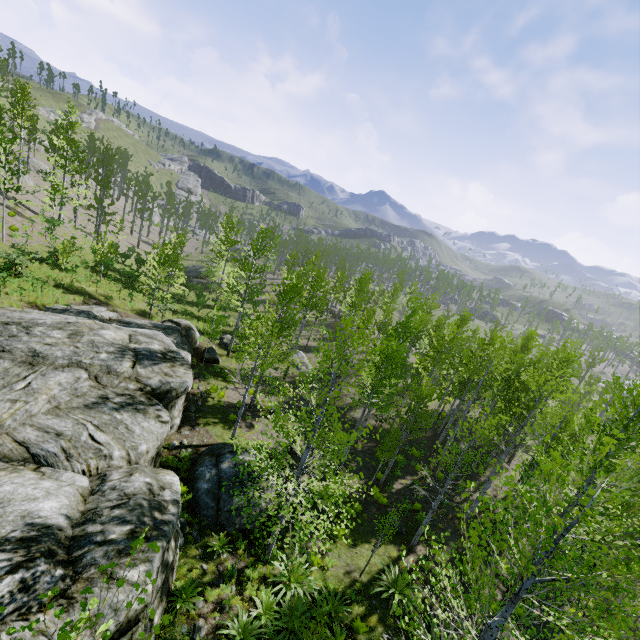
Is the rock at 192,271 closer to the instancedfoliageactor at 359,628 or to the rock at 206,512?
the rock at 206,512

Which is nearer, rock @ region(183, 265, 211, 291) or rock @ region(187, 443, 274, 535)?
rock @ region(187, 443, 274, 535)

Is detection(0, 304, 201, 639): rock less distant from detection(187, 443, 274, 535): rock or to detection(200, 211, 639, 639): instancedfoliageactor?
detection(200, 211, 639, 639): instancedfoliageactor

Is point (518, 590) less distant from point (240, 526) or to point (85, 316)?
point (240, 526)

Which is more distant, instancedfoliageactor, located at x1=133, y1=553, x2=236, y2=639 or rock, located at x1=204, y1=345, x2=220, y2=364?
rock, located at x1=204, y1=345, x2=220, y2=364

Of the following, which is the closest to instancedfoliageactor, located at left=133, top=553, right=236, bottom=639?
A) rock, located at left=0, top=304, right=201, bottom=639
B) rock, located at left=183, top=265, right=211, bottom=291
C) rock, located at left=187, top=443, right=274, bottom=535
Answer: rock, located at left=0, top=304, right=201, bottom=639

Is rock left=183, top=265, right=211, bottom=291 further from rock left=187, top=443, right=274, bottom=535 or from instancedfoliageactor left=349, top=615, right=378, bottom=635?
instancedfoliageactor left=349, top=615, right=378, bottom=635

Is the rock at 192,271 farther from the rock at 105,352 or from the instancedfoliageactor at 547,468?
the instancedfoliageactor at 547,468
